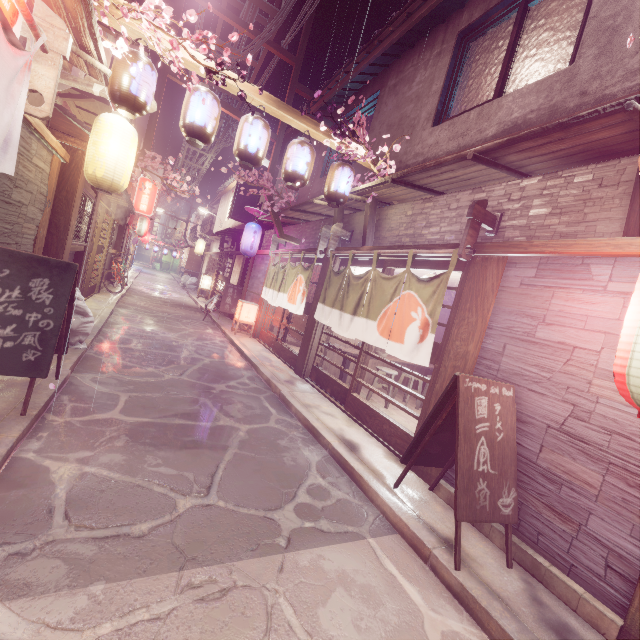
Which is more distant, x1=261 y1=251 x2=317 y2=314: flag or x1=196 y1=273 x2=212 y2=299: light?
x1=196 y1=273 x2=212 y2=299: light

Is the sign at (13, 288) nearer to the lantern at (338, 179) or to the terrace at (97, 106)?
the lantern at (338, 179)

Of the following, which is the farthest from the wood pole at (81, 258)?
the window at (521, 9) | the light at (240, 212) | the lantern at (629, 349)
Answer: the lantern at (629, 349)

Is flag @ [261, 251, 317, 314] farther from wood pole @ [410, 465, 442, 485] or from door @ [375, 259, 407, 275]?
wood pole @ [410, 465, 442, 485]

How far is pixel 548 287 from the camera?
5.8 meters

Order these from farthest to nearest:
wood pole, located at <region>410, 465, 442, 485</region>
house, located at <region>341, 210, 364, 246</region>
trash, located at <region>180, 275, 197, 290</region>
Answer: trash, located at <region>180, 275, 197, 290</region> < house, located at <region>341, 210, 364, 246</region> < wood pole, located at <region>410, 465, 442, 485</region>

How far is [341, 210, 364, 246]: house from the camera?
12.3m

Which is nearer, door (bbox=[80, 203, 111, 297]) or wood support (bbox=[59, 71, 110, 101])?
→ wood support (bbox=[59, 71, 110, 101])
